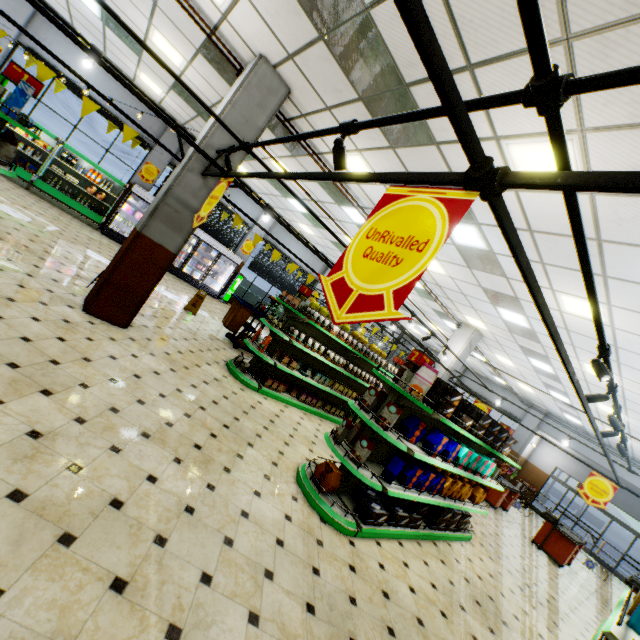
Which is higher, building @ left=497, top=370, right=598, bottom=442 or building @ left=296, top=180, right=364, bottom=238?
building @ left=497, top=370, right=598, bottom=442

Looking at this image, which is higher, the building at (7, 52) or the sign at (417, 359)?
the building at (7, 52)

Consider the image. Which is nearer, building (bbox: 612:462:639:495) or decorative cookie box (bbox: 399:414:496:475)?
decorative cookie box (bbox: 399:414:496:475)

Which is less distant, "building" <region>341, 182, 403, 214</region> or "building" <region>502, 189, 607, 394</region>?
"building" <region>502, 189, 607, 394</region>

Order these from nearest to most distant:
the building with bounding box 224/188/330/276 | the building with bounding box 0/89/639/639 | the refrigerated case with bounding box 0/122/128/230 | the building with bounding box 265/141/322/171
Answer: the building with bounding box 0/89/639/639
the building with bounding box 265/141/322/171
the refrigerated case with bounding box 0/122/128/230
the building with bounding box 224/188/330/276

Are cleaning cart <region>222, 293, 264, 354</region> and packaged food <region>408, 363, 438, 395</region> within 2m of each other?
no

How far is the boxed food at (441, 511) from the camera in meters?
4.4 m

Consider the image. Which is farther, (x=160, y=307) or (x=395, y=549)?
(x=160, y=307)
